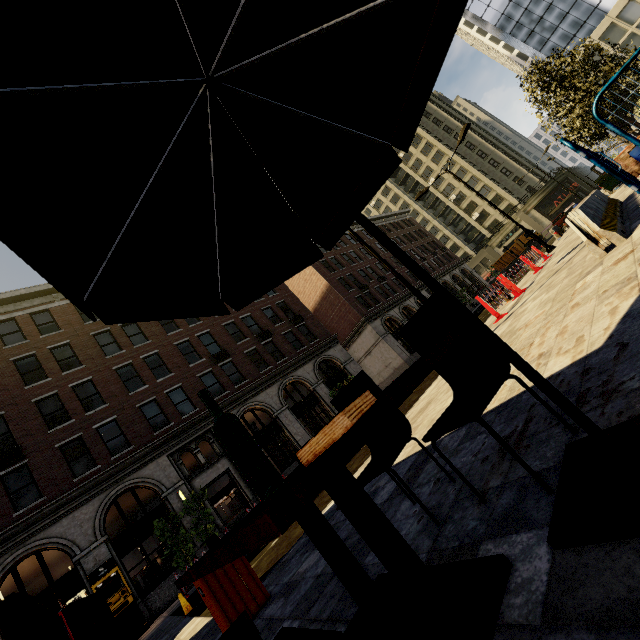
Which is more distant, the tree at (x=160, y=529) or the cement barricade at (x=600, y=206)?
the tree at (x=160, y=529)

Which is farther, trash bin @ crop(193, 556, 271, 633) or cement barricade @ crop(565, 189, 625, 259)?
cement barricade @ crop(565, 189, 625, 259)

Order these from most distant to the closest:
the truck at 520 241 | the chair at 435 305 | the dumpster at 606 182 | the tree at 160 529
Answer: the truck at 520 241
the dumpster at 606 182
the tree at 160 529
the chair at 435 305

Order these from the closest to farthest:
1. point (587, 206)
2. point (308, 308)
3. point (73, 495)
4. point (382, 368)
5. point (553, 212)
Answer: point (587, 206) → point (73, 495) → point (382, 368) → point (308, 308) → point (553, 212)

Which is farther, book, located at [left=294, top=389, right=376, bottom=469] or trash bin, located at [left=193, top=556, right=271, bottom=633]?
trash bin, located at [left=193, top=556, right=271, bottom=633]

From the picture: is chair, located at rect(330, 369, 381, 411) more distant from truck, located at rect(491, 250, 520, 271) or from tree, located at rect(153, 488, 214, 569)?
truck, located at rect(491, 250, 520, 271)

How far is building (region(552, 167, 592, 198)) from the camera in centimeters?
5325cm

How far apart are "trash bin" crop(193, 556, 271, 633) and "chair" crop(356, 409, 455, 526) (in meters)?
2.21
